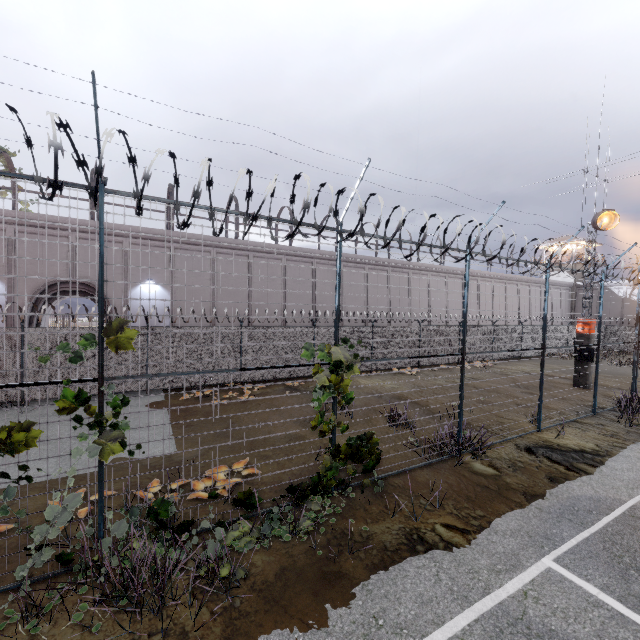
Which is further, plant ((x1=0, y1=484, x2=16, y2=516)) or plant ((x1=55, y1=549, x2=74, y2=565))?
plant ((x1=55, y1=549, x2=74, y2=565))

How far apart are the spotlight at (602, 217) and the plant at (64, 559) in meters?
22.6 m

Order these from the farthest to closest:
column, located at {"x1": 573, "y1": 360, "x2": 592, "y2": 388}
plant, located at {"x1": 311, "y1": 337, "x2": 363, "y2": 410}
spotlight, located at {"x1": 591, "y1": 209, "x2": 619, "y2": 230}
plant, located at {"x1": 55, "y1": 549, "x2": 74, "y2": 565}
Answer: column, located at {"x1": 573, "y1": 360, "x2": 592, "y2": 388}, spotlight, located at {"x1": 591, "y1": 209, "x2": 619, "y2": 230}, plant, located at {"x1": 311, "y1": 337, "x2": 363, "y2": 410}, plant, located at {"x1": 55, "y1": 549, "x2": 74, "y2": 565}

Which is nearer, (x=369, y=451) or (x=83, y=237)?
(x=369, y=451)

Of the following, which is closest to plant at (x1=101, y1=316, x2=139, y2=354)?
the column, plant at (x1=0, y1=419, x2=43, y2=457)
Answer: plant at (x1=0, y1=419, x2=43, y2=457)

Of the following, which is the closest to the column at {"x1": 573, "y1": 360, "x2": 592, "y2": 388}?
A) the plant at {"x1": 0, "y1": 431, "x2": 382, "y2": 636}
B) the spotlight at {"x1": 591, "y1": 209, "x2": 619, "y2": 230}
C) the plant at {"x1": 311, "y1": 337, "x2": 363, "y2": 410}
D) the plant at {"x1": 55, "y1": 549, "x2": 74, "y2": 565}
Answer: the spotlight at {"x1": 591, "y1": 209, "x2": 619, "y2": 230}

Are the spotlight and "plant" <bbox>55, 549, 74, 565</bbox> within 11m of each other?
no

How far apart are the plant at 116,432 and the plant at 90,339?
0.3 meters
